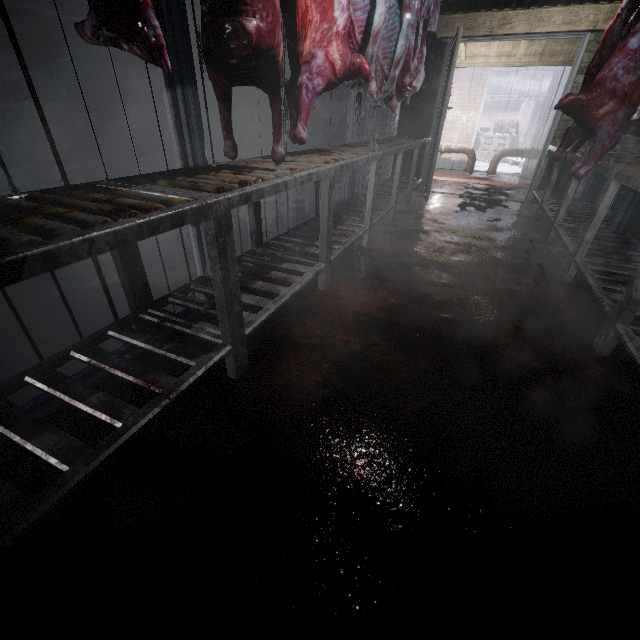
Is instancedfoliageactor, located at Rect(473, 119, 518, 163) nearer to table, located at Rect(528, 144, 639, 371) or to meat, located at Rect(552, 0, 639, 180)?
table, located at Rect(528, 144, 639, 371)

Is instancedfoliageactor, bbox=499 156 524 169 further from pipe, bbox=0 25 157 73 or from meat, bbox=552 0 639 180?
meat, bbox=552 0 639 180

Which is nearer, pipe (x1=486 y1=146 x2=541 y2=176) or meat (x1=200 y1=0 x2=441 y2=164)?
meat (x1=200 y1=0 x2=441 y2=164)

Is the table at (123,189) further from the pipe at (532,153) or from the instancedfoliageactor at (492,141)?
the instancedfoliageactor at (492,141)

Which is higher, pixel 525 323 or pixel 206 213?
pixel 206 213

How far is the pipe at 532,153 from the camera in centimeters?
664cm

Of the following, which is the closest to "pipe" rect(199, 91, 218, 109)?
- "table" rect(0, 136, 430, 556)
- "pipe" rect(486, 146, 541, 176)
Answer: "table" rect(0, 136, 430, 556)

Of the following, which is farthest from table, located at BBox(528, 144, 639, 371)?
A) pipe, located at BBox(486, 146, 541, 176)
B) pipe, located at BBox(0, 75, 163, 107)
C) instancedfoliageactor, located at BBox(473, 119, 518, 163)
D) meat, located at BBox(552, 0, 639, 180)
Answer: pipe, located at BBox(0, 75, 163, 107)
